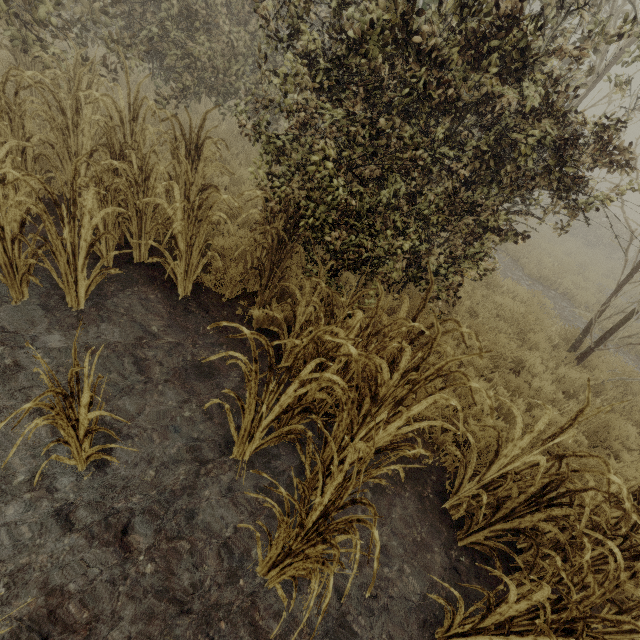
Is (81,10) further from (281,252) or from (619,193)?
(619,193)
